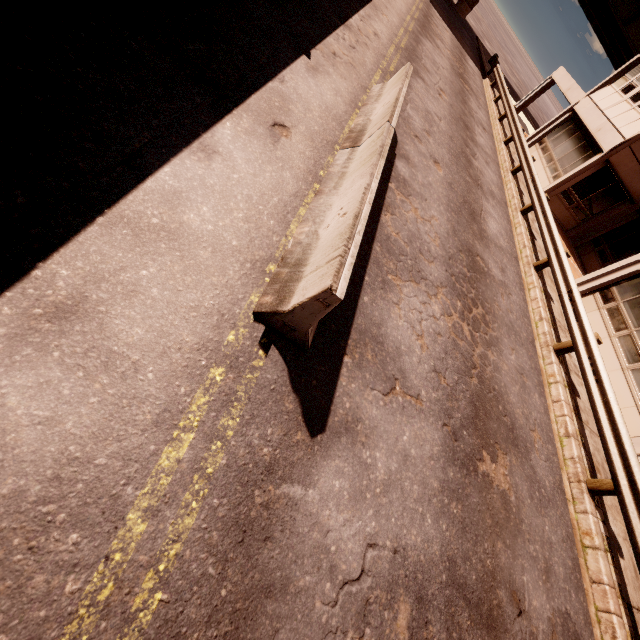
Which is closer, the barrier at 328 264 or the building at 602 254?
the barrier at 328 264

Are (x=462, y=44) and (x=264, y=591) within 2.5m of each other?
no

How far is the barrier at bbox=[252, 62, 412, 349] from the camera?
3.0m

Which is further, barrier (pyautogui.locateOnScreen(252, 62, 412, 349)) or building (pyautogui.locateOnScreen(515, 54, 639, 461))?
building (pyautogui.locateOnScreen(515, 54, 639, 461))

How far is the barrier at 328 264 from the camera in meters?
3.0
